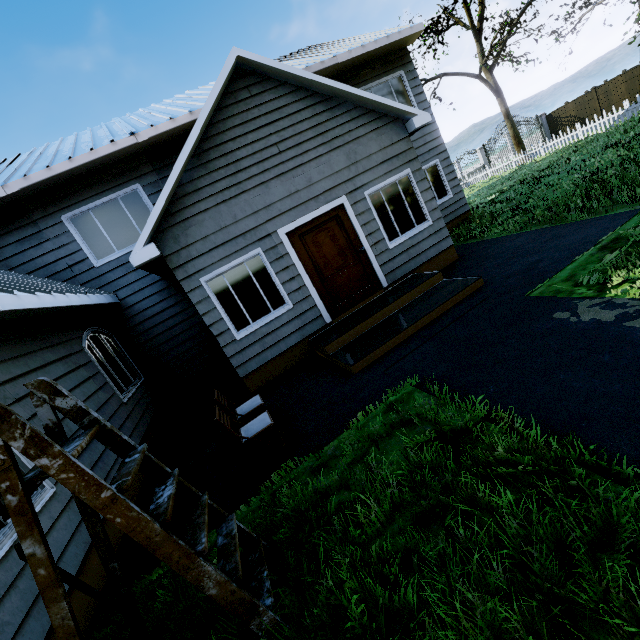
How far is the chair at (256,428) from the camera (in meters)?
3.98

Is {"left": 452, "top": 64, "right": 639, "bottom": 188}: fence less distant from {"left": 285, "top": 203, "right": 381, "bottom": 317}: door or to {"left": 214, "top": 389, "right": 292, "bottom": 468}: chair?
{"left": 214, "top": 389, "right": 292, "bottom": 468}: chair

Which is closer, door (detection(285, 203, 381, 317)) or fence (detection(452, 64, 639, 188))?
door (detection(285, 203, 381, 317))

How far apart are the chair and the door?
3.06m

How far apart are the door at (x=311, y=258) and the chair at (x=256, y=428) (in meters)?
3.06

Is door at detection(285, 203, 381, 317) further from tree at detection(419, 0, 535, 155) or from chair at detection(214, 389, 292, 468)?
tree at detection(419, 0, 535, 155)

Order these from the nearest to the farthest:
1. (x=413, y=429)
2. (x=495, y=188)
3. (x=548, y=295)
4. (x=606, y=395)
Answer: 1. (x=606, y=395)
2. (x=413, y=429)
3. (x=548, y=295)
4. (x=495, y=188)

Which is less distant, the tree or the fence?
the fence
